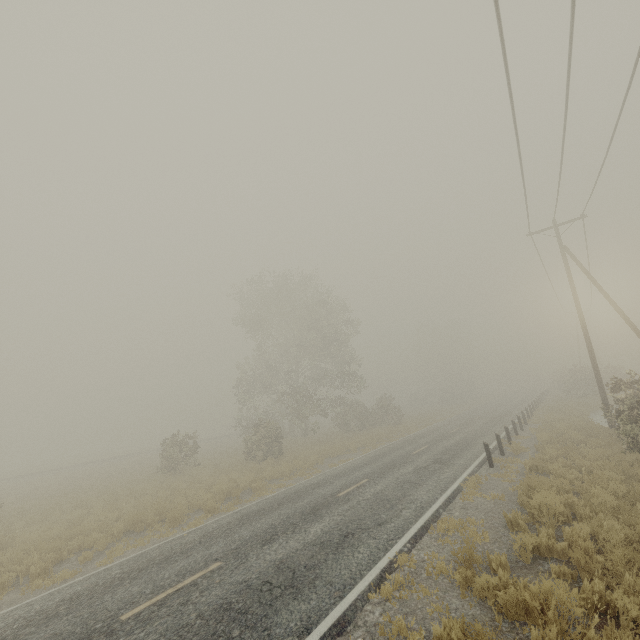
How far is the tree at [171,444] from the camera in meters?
22.8 m

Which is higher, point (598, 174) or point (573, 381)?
point (598, 174)

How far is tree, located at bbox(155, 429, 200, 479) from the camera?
22.8m

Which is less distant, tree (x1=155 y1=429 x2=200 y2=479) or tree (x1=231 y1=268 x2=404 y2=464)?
→ tree (x1=155 y1=429 x2=200 y2=479)

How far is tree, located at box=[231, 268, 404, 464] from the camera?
29.64m

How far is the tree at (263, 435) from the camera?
29.64m
